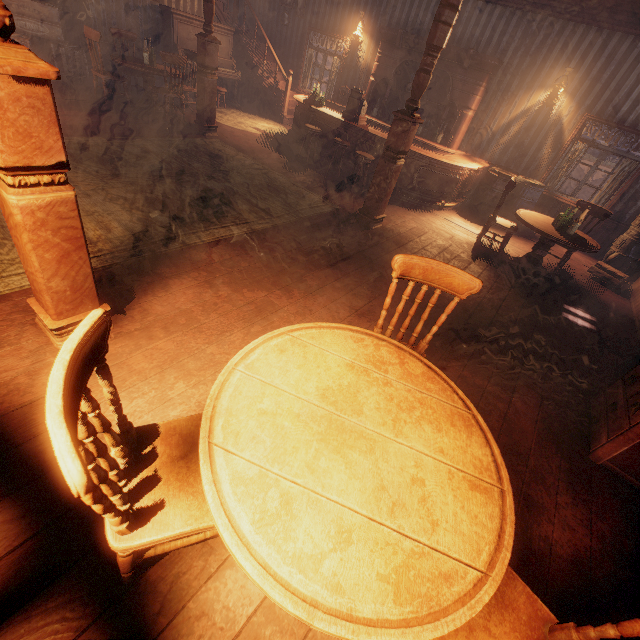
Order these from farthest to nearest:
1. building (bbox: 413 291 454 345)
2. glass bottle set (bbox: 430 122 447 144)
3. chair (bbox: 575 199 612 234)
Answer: glass bottle set (bbox: 430 122 447 144) → chair (bbox: 575 199 612 234) → building (bbox: 413 291 454 345)

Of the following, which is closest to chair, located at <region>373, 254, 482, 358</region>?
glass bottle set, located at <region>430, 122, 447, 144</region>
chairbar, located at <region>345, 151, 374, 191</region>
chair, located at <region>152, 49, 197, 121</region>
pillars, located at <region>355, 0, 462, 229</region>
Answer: pillars, located at <region>355, 0, 462, 229</region>

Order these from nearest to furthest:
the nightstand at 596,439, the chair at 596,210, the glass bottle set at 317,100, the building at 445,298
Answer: the nightstand at 596,439
the building at 445,298
the chair at 596,210
the glass bottle set at 317,100

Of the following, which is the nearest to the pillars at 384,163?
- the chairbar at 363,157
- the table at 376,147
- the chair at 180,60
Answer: the chairbar at 363,157

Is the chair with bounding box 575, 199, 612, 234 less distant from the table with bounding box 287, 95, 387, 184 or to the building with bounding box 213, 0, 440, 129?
the building with bounding box 213, 0, 440, 129

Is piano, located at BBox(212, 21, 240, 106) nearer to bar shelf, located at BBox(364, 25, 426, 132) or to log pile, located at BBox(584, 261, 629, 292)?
bar shelf, located at BBox(364, 25, 426, 132)

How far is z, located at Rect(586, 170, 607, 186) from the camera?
12.0m

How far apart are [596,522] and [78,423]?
3.3 meters
